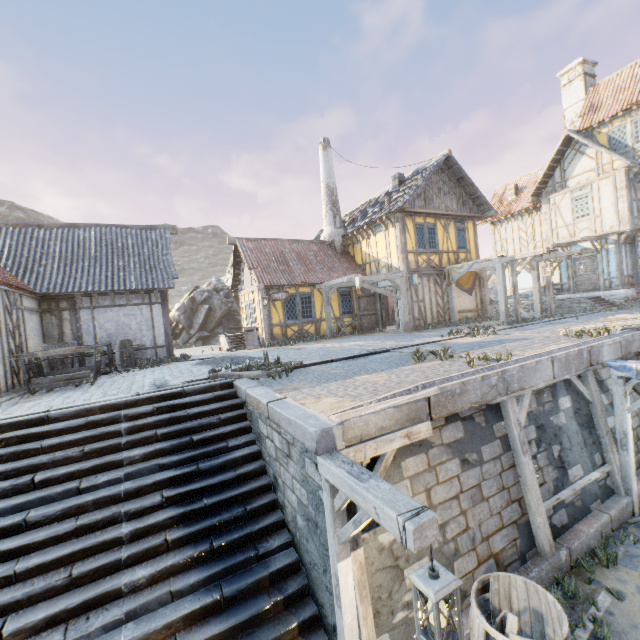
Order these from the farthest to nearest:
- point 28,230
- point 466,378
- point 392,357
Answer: point 28,230 < point 392,357 < point 466,378

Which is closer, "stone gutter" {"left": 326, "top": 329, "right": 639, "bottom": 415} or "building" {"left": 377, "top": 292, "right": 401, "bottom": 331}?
"stone gutter" {"left": 326, "top": 329, "right": 639, "bottom": 415}

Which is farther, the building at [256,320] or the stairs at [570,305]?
the stairs at [570,305]

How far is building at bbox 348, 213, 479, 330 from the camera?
16.0m

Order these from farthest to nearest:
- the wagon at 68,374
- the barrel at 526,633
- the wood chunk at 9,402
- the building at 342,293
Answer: the building at 342,293
the wagon at 68,374
the wood chunk at 9,402
the barrel at 526,633

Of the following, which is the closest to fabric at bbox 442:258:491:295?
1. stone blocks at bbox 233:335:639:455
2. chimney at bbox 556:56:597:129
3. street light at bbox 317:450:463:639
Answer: stone blocks at bbox 233:335:639:455

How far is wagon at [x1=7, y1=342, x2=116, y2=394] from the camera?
8.24m

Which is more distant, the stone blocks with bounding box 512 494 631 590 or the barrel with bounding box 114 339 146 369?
the barrel with bounding box 114 339 146 369
